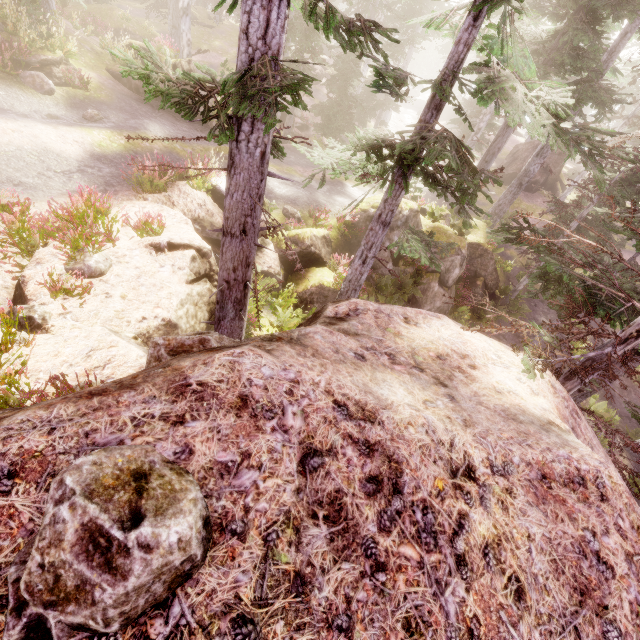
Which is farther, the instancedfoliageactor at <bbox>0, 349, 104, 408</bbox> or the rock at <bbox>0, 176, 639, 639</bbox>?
the instancedfoliageactor at <bbox>0, 349, 104, 408</bbox>

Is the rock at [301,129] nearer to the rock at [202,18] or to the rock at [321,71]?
the rock at [321,71]

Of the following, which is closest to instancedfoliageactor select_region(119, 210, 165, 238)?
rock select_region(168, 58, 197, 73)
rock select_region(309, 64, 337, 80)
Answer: rock select_region(168, 58, 197, 73)

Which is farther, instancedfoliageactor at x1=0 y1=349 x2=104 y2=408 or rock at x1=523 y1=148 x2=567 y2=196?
rock at x1=523 y1=148 x2=567 y2=196

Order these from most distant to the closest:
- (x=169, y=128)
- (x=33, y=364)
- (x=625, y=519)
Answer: (x=169, y=128), (x=33, y=364), (x=625, y=519)

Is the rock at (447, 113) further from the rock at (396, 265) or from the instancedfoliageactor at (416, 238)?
the rock at (396, 265)

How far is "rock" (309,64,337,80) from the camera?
36.89m

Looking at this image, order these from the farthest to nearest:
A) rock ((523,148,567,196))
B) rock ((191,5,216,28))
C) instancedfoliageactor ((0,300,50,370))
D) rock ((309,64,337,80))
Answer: rock ((309,64,337,80)) → rock ((191,5,216,28)) → rock ((523,148,567,196)) → instancedfoliageactor ((0,300,50,370))
